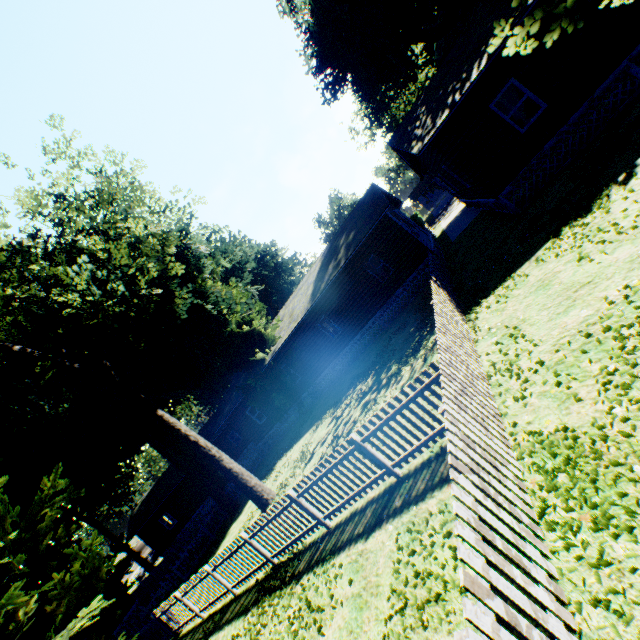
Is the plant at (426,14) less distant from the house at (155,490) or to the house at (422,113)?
the house at (422,113)

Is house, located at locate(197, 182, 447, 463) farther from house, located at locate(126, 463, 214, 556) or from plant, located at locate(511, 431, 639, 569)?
house, located at locate(126, 463, 214, 556)

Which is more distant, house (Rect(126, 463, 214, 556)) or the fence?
house (Rect(126, 463, 214, 556))

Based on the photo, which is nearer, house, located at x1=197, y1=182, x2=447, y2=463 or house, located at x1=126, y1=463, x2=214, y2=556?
house, located at x1=197, y1=182, x2=447, y2=463

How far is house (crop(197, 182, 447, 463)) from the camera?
18.1m

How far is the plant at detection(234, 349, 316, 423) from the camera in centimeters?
2192cm

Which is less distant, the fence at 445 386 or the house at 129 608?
the fence at 445 386

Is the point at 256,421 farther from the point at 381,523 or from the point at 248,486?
the point at 381,523
